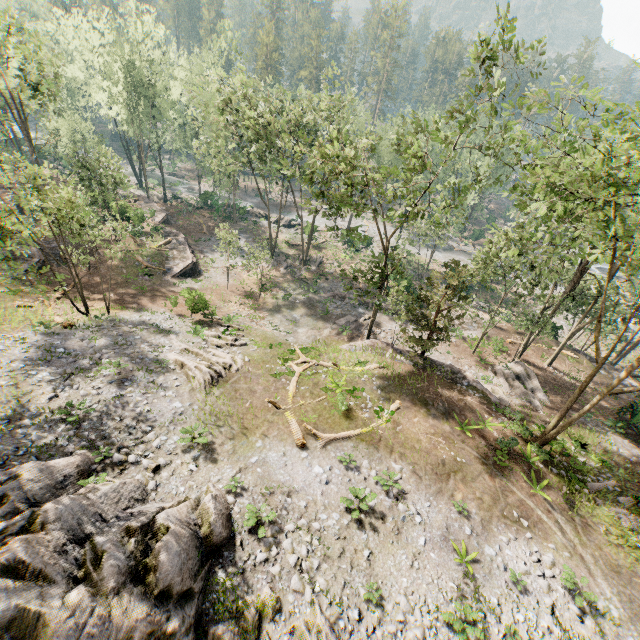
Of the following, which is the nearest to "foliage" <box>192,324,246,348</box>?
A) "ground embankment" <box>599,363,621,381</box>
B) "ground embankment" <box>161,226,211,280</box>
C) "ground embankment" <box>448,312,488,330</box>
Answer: "ground embankment" <box>448,312,488,330</box>

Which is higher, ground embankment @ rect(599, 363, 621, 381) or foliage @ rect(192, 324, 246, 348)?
foliage @ rect(192, 324, 246, 348)

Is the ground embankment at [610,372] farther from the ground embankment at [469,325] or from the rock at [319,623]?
the rock at [319,623]

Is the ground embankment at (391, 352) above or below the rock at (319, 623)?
below

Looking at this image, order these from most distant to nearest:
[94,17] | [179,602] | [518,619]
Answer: [94,17] < [518,619] < [179,602]

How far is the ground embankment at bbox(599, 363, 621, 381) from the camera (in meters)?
30.37

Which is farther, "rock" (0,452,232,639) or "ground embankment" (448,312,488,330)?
"ground embankment" (448,312,488,330)

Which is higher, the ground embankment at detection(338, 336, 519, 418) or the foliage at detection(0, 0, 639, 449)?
the foliage at detection(0, 0, 639, 449)
